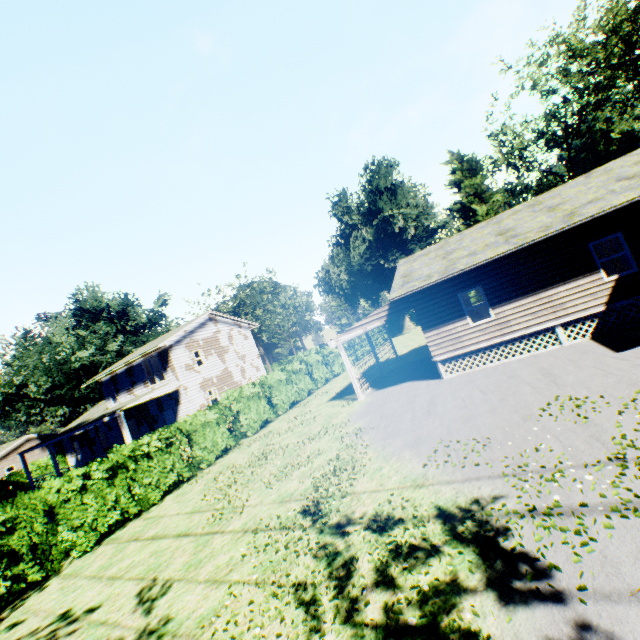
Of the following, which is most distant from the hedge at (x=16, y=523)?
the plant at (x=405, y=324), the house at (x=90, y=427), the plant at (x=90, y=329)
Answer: the plant at (x=405, y=324)

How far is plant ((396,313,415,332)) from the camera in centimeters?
5228cm

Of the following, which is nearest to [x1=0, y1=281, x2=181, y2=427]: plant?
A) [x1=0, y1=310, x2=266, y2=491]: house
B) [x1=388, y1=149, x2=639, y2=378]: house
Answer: [x1=0, y1=310, x2=266, y2=491]: house

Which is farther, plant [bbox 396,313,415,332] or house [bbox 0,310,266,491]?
plant [bbox 396,313,415,332]

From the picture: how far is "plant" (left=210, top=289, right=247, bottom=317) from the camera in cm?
5544

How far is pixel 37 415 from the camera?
37.06m

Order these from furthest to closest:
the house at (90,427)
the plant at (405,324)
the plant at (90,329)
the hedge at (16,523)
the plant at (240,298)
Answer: the plant at (240,298)
the plant at (405,324)
the plant at (90,329)
the house at (90,427)
the hedge at (16,523)

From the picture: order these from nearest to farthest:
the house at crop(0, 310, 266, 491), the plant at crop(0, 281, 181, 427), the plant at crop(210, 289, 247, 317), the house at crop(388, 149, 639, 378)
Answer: the house at crop(388, 149, 639, 378) < the house at crop(0, 310, 266, 491) < the plant at crop(0, 281, 181, 427) < the plant at crop(210, 289, 247, 317)
